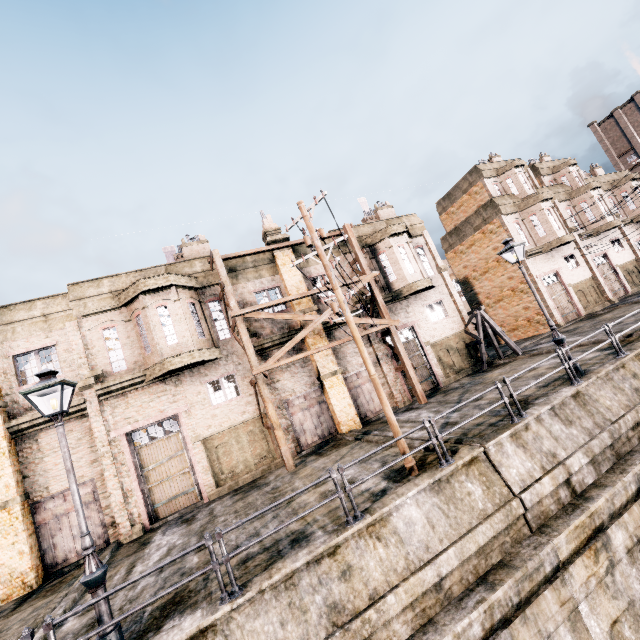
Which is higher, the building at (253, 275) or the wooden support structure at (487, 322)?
the building at (253, 275)

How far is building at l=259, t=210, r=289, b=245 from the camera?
19.95m

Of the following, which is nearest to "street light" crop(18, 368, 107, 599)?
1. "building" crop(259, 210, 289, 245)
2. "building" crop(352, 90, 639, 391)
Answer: "building" crop(259, 210, 289, 245)

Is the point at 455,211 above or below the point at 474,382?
above

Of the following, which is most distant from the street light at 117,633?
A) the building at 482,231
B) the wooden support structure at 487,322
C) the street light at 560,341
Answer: the building at 482,231
